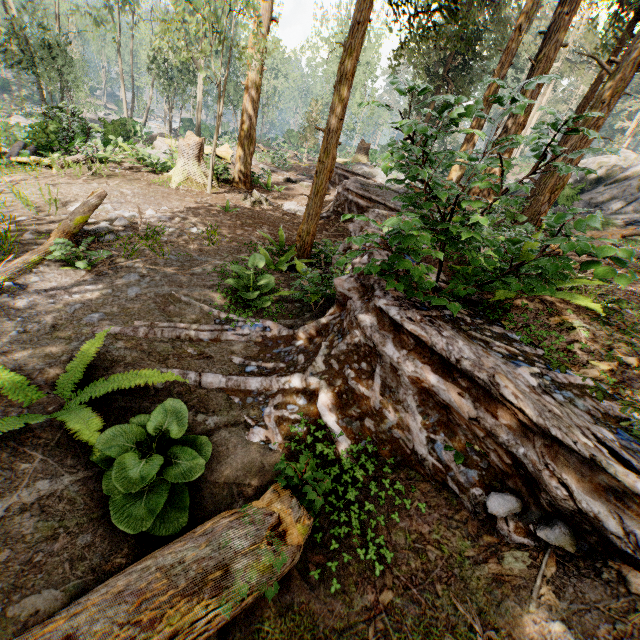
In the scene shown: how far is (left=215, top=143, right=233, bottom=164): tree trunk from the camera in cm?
1646

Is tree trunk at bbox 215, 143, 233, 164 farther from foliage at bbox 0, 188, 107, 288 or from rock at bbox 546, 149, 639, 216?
rock at bbox 546, 149, 639, 216

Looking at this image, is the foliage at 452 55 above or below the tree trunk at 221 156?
above

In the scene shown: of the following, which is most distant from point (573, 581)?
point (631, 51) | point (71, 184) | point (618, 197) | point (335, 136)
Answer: point (618, 197)

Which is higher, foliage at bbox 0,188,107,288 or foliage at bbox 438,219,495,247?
foliage at bbox 438,219,495,247

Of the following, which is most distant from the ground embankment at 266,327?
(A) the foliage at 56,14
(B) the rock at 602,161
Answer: (B) the rock at 602,161

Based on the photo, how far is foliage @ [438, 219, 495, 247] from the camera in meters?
3.2
